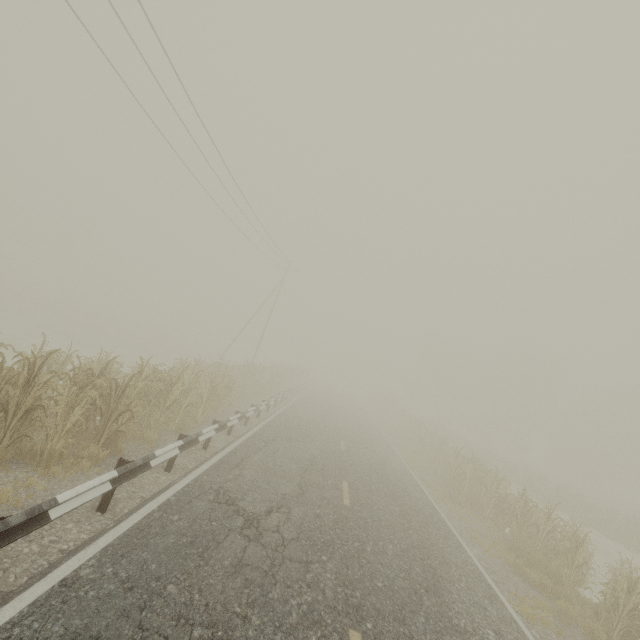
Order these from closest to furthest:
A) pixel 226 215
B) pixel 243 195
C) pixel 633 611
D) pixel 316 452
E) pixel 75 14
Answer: pixel 633 611 < pixel 75 14 < pixel 316 452 < pixel 243 195 < pixel 226 215

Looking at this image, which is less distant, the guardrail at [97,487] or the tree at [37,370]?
the guardrail at [97,487]

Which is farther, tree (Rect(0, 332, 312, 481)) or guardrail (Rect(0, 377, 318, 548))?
tree (Rect(0, 332, 312, 481))
